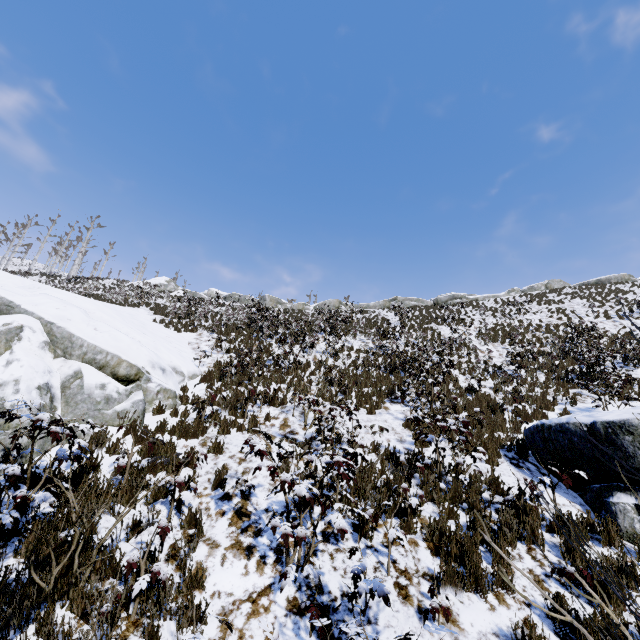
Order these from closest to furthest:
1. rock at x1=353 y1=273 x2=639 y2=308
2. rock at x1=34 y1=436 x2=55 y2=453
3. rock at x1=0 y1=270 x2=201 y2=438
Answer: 1. rock at x1=34 y1=436 x2=55 y2=453
2. rock at x1=0 y1=270 x2=201 y2=438
3. rock at x1=353 y1=273 x2=639 y2=308

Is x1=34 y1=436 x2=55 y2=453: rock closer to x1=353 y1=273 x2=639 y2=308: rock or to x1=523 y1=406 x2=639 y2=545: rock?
x1=523 y1=406 x2=639 y2=545: rock

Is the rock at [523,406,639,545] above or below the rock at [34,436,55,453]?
above

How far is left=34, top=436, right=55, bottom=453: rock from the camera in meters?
5.9

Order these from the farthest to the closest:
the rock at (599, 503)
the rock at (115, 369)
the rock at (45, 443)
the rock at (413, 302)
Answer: the rock at (413, 302), the rock at (115, 369), the rock at (45, 443), the rock at (599, 503)

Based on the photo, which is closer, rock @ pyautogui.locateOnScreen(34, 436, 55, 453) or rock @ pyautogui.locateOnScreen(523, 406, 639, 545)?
rock @ pyautogui.locateOnScreen(523, 406, 639, 545)

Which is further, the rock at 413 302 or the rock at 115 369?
the rock at 413 302

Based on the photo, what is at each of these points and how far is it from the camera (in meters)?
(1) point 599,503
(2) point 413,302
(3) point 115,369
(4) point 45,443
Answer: (1) rock, 5.55
(2) rock, 37.72
(3) rock, 7.81
(4) rock, 6.07
